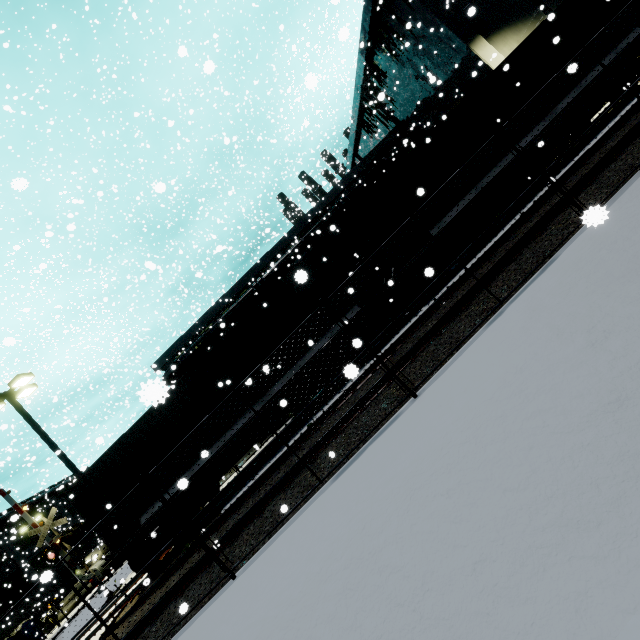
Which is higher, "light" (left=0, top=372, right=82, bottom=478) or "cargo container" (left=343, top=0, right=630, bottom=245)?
"light" (left=0, top=372, right=82, bottom=478)

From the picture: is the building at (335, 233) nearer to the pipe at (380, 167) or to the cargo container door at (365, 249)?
the pipe at (380, 167)

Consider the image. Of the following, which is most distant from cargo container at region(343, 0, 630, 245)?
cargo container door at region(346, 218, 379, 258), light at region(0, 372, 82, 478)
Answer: light at region(0, 372, 82, 478)

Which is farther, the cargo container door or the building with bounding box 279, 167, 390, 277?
the building with bounding box 279, 167, 390, 277

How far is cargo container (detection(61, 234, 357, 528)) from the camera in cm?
1071

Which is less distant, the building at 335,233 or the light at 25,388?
the light at 25,388

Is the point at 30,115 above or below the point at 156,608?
above

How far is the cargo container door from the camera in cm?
1110
